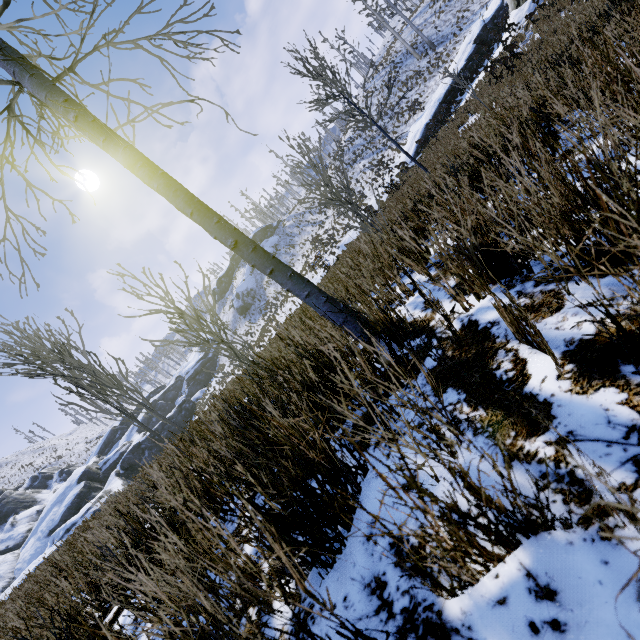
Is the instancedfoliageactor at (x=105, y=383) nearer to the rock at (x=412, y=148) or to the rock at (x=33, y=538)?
the rock at (x=33, y=538)

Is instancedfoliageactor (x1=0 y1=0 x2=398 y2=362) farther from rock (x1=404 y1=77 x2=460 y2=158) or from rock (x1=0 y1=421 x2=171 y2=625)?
A: rock (x1=404 y1=77 x2=460 y2=158)

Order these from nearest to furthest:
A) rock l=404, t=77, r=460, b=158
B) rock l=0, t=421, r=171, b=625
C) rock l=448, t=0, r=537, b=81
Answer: rock l=0, t=421, r=171, b=625 → rock l=448, t=0, r=537, b=81 → rock l=404, t=77, r=460, b=158

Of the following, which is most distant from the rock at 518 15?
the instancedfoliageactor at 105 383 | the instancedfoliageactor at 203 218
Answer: the instancedfoliageactor at 203 218

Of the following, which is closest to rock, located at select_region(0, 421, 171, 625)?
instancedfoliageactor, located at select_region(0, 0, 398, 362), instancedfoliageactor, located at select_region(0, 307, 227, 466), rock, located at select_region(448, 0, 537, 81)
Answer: instancedfoliageactor, located at select_region(0, 307, 227, 466)

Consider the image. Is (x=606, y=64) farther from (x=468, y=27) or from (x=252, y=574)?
(x=468, y=27)
